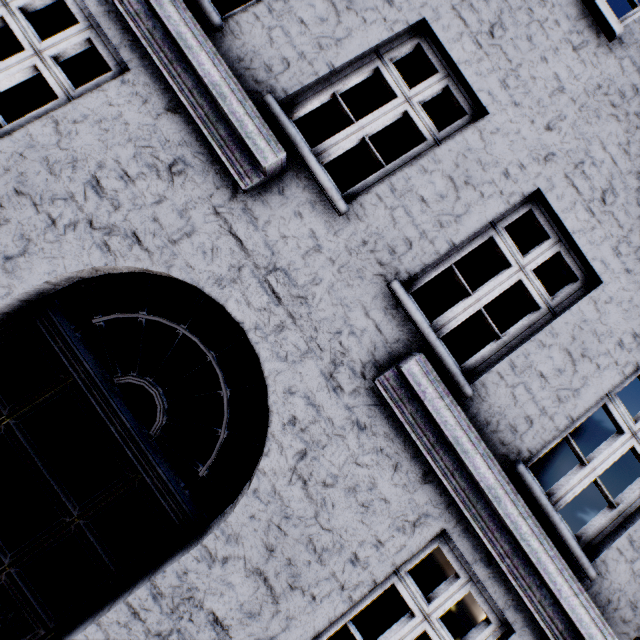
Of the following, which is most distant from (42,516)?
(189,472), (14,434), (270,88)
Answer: (189,472)
